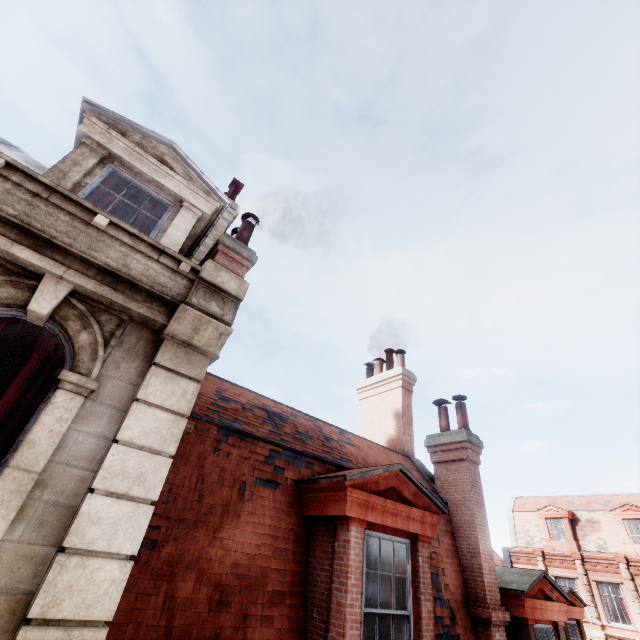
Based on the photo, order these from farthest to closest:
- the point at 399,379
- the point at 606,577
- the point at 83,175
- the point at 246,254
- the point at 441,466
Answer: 1. the point at 606,577
2. the point at 399,379
3. the point at 441,466
4. the point at 246,254
5. the point at 83,175

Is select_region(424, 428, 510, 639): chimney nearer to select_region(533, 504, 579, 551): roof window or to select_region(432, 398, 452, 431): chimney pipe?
select_region(432, 398, 452, 431): chimney pipe

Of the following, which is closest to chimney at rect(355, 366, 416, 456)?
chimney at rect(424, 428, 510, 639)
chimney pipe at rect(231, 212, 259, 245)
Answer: chimney at rect(424, 428, 510, 639)

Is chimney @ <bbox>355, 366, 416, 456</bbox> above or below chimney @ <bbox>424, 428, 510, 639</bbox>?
above

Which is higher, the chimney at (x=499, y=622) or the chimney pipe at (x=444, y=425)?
the chimney pipe at (x=444, y=425)

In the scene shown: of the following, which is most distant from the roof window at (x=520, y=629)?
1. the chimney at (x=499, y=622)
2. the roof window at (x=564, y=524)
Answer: the roof window at (x=564, y=524)

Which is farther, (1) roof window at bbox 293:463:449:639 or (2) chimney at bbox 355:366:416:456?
(2) chimney at bbox 355:366:416:456

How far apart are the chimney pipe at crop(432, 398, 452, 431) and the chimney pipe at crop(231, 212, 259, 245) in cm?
727
